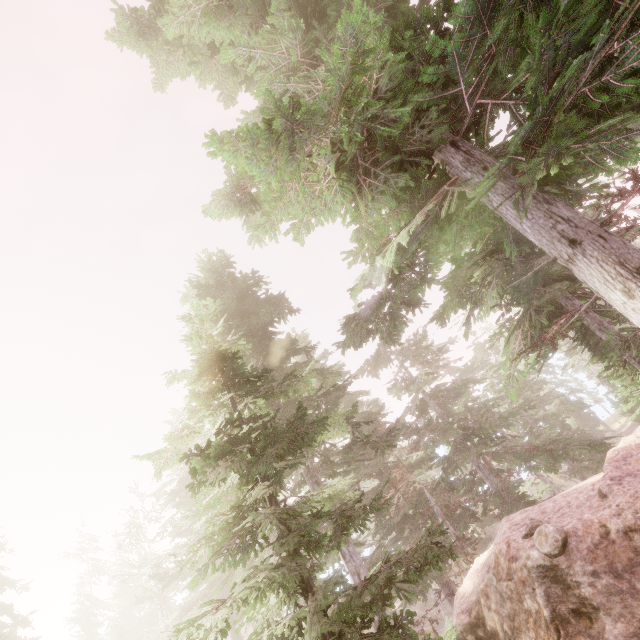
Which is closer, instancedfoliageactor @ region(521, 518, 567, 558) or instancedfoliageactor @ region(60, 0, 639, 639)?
instancedfoliageactor @ region(60, 0, 639, 639)

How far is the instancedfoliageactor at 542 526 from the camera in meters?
6.9 m

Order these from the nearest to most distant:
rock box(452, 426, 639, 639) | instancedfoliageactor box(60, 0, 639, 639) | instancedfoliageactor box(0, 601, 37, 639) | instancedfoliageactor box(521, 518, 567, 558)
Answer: instancedfoliageactor box(60, 0, 639, 639) → rock box(452, 426, 639, 639) → instancedfoliageactor box(521, 518, 567, 558) → instancedfoliageactor box(0, 601, 37, 639)

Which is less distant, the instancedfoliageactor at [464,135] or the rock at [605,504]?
the instancedfoliageactor at [464,135]

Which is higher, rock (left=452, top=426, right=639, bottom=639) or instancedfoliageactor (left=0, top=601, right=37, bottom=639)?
instancedfoliageactor (left=0, top=601, right=37, bottom=639)

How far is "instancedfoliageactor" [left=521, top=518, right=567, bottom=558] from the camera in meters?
6.9

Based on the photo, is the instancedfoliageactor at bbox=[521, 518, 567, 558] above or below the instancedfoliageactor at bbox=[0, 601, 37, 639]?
below

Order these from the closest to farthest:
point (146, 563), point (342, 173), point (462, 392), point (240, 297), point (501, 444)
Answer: point (342, 173) < point (240, 297) < point (462, 392) < point (146, 563) < point (501, 444)
